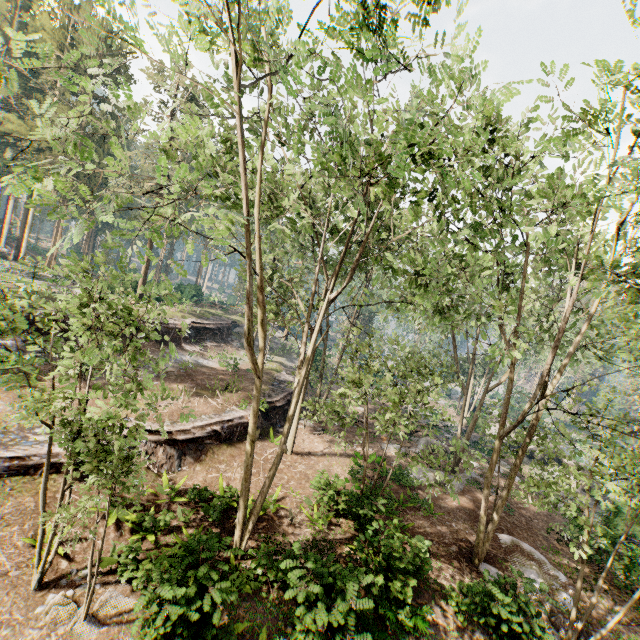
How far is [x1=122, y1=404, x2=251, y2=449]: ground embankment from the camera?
15.32m

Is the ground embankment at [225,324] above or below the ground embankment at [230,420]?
above

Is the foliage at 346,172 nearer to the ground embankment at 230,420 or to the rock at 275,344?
the rock at 275,344

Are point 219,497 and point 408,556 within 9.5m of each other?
yes

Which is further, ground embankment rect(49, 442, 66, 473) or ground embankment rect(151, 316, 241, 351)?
ground embankment rect(151, 316, 241, 351)

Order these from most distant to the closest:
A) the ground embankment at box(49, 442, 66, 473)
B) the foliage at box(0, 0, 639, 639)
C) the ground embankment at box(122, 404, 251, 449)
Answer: the ground embankment at box(122, 404, 251, 449)
the ground embankment at box(49, 442, 66, 473)
the foliage at box(0, 0, 639, 639)

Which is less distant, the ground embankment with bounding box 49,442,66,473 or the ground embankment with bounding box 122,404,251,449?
the ground embankment with bounding box 49,442,66,473

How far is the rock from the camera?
41.7m
